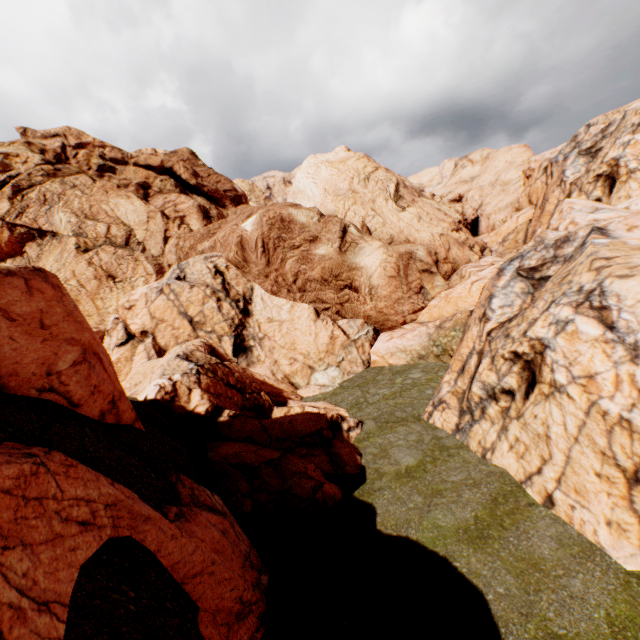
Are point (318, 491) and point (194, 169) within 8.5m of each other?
no

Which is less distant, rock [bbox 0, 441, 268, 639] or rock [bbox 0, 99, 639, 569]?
rock [bbox 0, 441, 268, 639]

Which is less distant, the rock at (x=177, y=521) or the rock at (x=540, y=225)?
the rock at (x=177, y=521)
